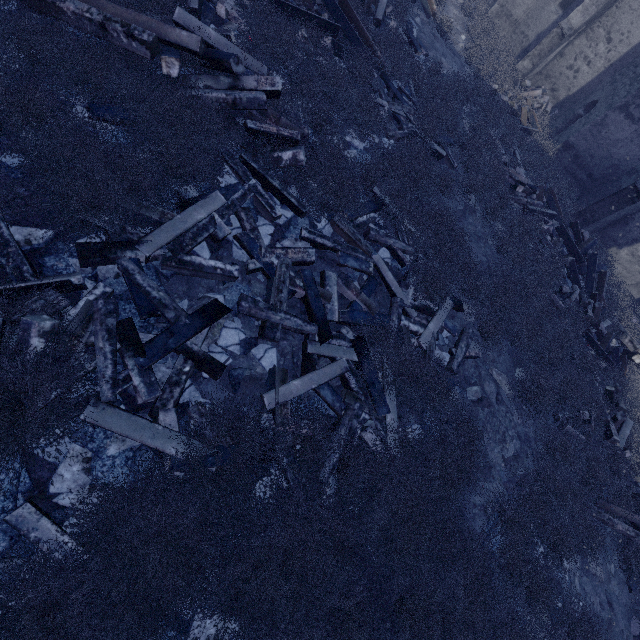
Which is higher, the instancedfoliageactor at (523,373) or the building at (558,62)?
the building at (558,62)

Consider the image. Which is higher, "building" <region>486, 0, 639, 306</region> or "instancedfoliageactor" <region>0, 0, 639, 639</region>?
"building" <region>486, 0, 639, 306</region>

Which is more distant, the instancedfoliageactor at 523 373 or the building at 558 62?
the building at 558 62

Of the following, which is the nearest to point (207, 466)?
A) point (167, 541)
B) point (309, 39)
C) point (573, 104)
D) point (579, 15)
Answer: point (167, 541)

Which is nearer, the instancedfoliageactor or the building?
the instancedfoliageactor
